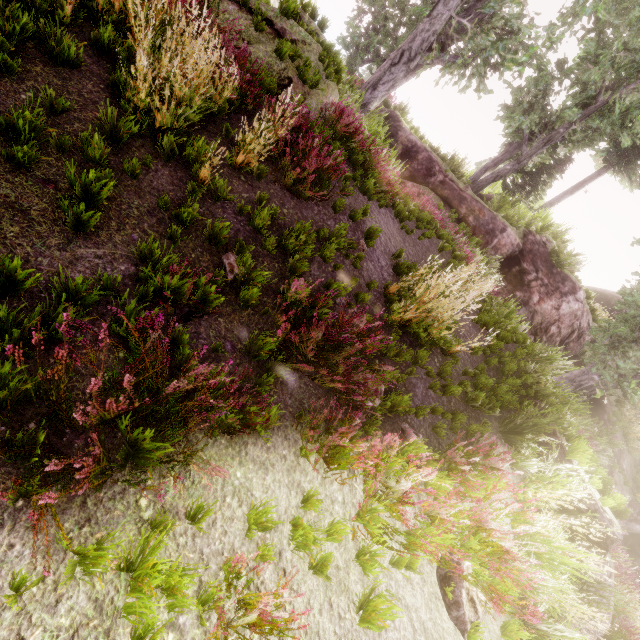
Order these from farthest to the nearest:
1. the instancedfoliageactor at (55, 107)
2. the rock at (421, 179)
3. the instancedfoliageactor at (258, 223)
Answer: the rock at (421, 179)
the instancedfoliageactor at (258, 223)
the instancedfoliageactor at (55, 107)

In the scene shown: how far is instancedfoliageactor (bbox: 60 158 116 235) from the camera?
2.88m

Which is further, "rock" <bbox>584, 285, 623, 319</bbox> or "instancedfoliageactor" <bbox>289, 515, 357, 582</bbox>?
"rock" <bbox>584, 285, 623, 319</bbox>

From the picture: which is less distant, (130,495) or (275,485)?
(130,495)

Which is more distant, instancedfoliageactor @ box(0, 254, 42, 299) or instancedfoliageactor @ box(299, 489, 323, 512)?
instancedfoliageactor @ box(299, 489, 323, 512)

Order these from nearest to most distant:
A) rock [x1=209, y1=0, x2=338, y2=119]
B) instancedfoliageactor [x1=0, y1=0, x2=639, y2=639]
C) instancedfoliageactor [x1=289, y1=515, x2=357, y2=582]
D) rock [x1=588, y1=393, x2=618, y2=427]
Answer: instancedfoliageactor [x1=0, y1=0, x2=639, y2=639] < instancedfoliageactor [x1=289, y1=515, x2=357, y2=582] < rock [x1=209, y1=0, x2=338, y2=119] < rock [x1=588, y1=393, x2=618, y2=427]

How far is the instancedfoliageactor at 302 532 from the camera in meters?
2.8 m
